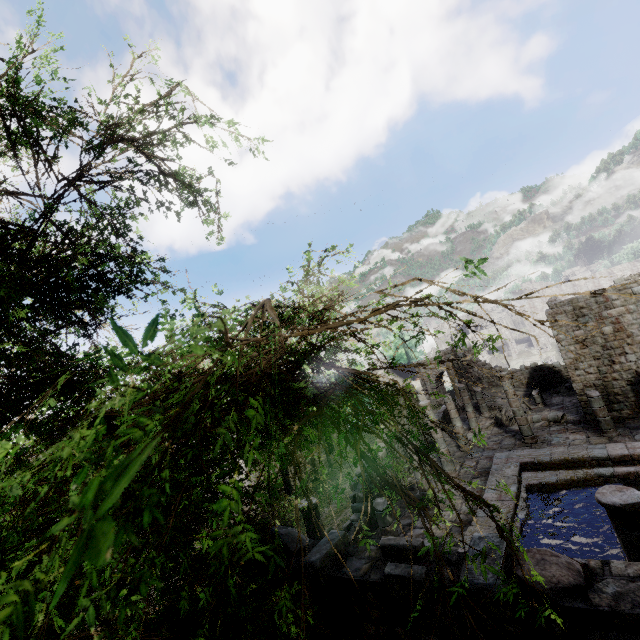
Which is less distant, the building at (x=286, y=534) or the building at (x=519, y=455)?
the building at (x=519, y=455)

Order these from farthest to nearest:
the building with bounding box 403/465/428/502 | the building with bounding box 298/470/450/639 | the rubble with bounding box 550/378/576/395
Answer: the rubble with bounding box 550/378/576/395
the building with bounding box 403/465/428/502
the building with bounding box 298/470/450/639

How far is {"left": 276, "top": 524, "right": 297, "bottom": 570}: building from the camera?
5.4 meters

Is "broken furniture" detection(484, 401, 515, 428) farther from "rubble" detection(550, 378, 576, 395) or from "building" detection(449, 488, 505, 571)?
"rubble" detection(550, 378, 576, 395)

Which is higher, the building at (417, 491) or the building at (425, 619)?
the building at (425, 619)

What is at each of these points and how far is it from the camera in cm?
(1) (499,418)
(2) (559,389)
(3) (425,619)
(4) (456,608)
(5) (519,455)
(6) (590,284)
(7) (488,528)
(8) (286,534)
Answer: (1) broken furniture, 2247
(2) rubble, 2498
(3) building, 387
(4) building, 363
(5) building, 1572
(6) building, 5538
(7) building, 1128
(8) building, 571

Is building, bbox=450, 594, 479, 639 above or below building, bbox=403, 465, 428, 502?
above

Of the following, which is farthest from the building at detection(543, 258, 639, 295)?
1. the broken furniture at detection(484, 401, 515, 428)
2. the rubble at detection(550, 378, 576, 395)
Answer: the broken furniture at detection(484, 401, 515, 428)
